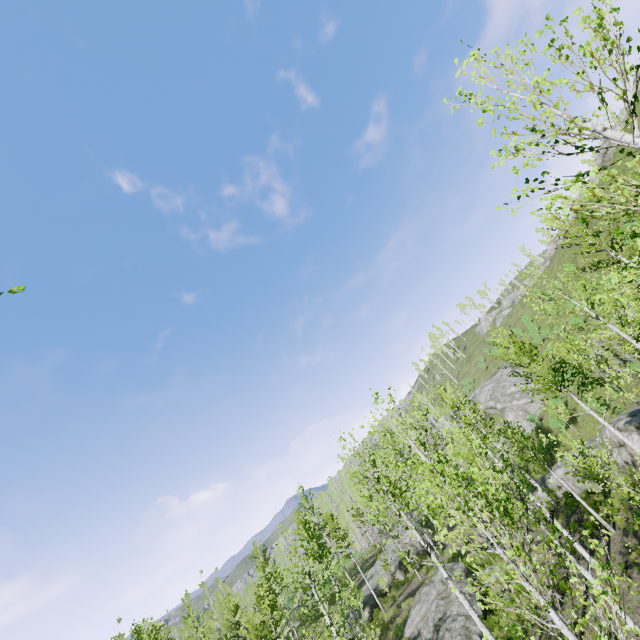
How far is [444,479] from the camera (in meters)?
8.77

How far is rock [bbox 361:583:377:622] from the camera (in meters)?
27.86

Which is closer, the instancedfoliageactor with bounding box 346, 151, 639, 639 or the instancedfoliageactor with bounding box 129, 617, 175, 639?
the instancedfoliageactor with bounding box 346, 151, 639, 639

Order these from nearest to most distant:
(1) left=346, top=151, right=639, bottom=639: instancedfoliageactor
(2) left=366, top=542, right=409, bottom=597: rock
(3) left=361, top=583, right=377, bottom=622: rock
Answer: (1) left=346, top=151, right=639, bottom=639: instancedfoliageactor
(3) left=361, top=583, right=377, bottom=622: rock
(2) left=366, top=542, right=409, bottom=597: rock

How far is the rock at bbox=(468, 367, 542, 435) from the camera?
37.7 meters

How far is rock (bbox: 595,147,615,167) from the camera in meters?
43.5

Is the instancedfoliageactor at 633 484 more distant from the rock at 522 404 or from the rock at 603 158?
the rock at 603 158

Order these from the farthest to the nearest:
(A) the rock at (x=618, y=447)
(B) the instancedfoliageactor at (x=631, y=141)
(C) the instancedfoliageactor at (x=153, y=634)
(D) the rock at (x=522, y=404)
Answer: (D) the rock at (x=522, y=404) → (C) the instancedfoliageactor at (x=153, y=634) → (A) the rock at (x=618, y=447) → (B) the instancedfoliageactor at (x=631, y=141)
